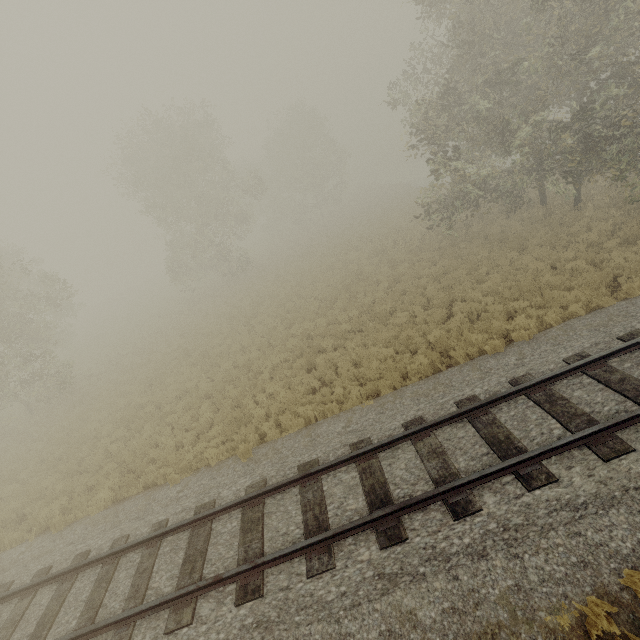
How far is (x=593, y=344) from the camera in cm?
784
